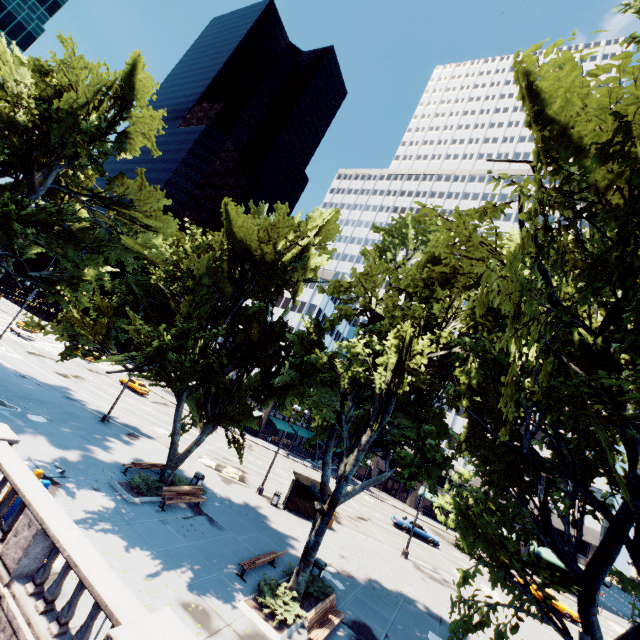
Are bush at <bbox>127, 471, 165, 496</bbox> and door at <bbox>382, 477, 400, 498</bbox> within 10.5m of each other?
no

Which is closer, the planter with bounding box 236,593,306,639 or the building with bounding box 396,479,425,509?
the planter with bounding box 236,593,306,639

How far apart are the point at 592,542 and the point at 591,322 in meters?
55.3

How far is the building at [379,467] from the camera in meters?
58.9

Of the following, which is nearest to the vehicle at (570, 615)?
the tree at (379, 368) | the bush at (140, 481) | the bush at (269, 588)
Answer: the tree at (379, 368)

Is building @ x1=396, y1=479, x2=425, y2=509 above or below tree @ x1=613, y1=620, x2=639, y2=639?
below

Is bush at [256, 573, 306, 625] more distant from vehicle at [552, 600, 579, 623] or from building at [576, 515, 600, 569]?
building at [576, 515, 600, 569]

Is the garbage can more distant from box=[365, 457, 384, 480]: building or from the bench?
box=[365, 457, 384, 480]: building
